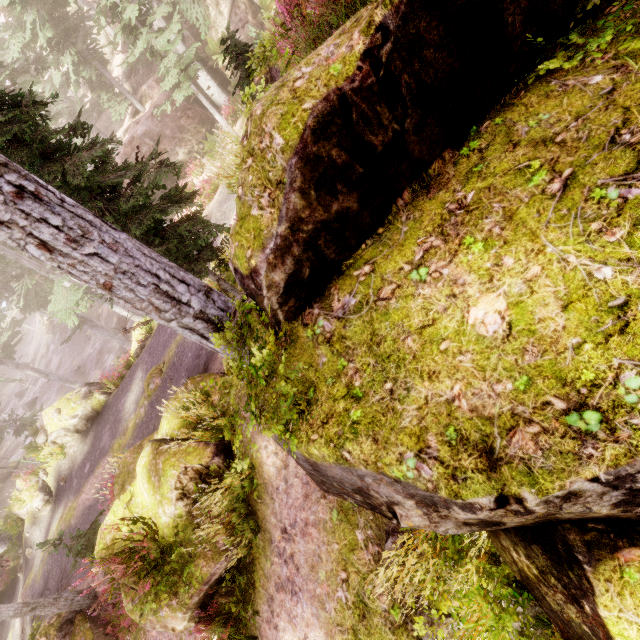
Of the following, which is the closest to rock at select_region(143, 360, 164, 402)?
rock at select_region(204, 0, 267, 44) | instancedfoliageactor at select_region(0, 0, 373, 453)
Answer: instancedfoliageactor at select_region(0, 0, 373, 453)

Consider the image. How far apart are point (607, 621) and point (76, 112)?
40.8 meters

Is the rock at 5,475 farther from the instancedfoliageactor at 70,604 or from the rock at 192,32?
the rock at 192,32

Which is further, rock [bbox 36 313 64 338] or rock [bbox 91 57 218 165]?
rock [bbox 36 313 64 338]

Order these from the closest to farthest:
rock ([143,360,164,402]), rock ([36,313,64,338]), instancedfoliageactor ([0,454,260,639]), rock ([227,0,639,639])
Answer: rock ([227,0,639,639]), instancedfoliageactor ([0,454,260,639]), rock ([143,360,164,402]), rock ([36,313,64,338])

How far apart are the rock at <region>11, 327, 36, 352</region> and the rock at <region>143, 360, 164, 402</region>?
56.77m

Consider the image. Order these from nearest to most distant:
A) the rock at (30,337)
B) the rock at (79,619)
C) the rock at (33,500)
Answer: the rock at (79,619)
the rock at (33,500)
the rock at (30,337)

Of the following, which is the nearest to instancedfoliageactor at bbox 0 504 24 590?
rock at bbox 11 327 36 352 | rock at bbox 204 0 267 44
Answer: rock at bbox 204 0 267 44
